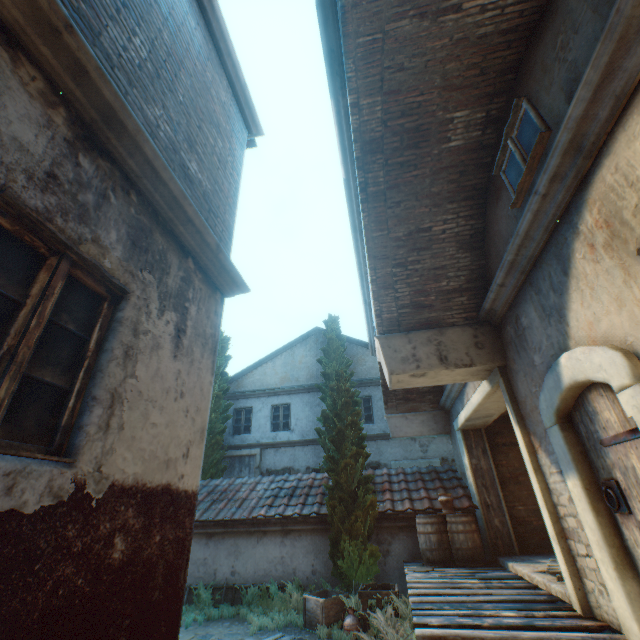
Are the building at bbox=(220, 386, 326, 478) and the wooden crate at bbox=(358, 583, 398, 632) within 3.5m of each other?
no

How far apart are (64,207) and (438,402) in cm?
1087

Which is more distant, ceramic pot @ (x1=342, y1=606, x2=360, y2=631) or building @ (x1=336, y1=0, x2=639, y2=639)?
ceramic pot @ (x1=342, y1=606, x2=360, y2=631)

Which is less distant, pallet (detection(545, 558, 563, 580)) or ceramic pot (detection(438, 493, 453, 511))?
pallet (detection(545, 558, 563, 580))

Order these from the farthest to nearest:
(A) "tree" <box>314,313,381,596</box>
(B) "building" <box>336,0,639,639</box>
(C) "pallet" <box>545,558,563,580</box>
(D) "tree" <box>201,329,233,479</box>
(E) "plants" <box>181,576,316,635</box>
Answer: (D) "tree" <box>201,329,233,479</box>
(A) "tree" <box>314,313,381,596</box>
(E) "plants" <box>181,576,316,635</box>
(C) "pallet" <box>545,558,563,580</box>
(B) "building" <box>336,0,639,639</box>

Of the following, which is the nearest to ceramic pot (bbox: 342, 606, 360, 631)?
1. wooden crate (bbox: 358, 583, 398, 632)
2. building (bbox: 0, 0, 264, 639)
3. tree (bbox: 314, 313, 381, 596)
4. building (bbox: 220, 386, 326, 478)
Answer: wooden crate (bbox: 358, 583, 398, 632)

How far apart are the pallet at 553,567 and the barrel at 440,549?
1.5 meters

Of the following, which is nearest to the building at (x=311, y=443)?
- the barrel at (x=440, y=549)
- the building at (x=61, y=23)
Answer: the building at (x=61, y=23)
